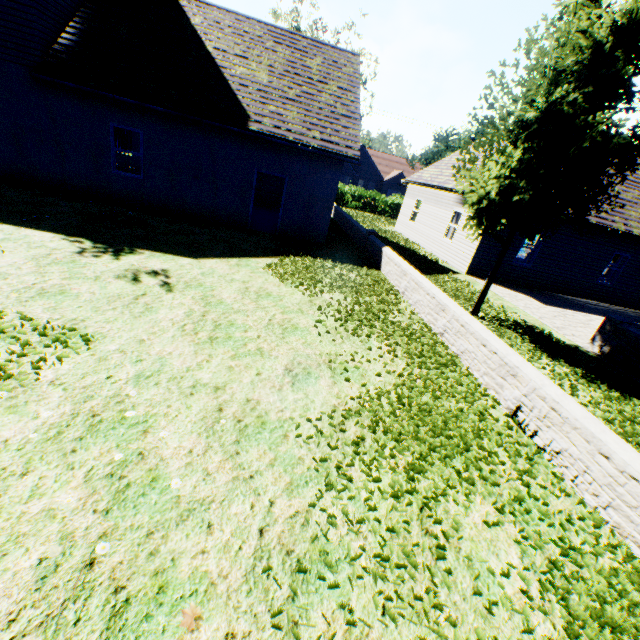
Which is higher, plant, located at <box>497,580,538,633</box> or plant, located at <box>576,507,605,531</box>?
plant, located at <box>576,507,605,531</box>

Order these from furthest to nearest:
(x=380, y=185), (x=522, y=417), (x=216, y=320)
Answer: (x=380, y=185) < (x=216, y=320) < (x=522, y=417)

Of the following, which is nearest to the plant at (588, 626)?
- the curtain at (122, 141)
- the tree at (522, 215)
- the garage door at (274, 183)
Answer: the tree at (522, 215)

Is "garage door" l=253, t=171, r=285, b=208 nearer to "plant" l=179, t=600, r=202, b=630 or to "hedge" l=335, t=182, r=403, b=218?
"hedge" l=335, t=182, r=403, b=218

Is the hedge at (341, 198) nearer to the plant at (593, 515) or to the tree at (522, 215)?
the tree at (522, 215)

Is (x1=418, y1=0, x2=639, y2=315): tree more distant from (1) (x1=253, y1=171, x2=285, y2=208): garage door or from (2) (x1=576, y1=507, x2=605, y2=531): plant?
(1) (x1=253, y1=171, x2=285, y2=208): garage door

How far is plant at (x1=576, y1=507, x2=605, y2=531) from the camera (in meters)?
3.58
